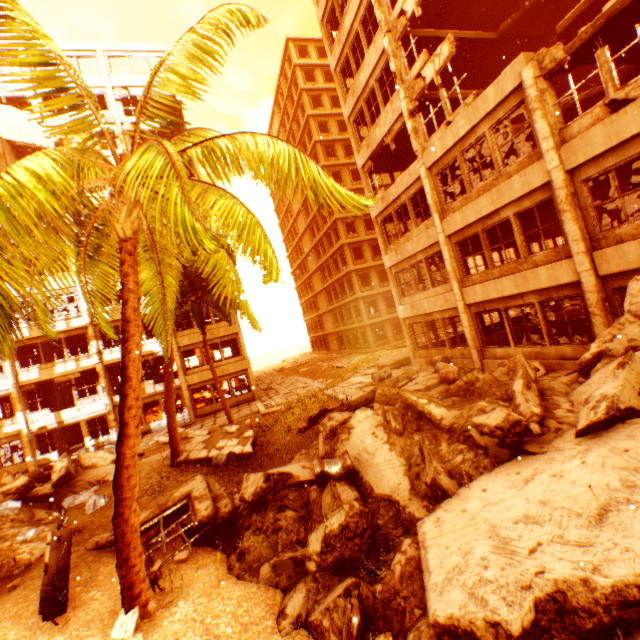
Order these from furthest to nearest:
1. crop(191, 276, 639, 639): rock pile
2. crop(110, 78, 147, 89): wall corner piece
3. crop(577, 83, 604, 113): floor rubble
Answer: crop(110, 78, 147, 89): wall corner piece < crop(577, 83, 604, 113): floor rubble < crop(191, 276, 639, 639): rock pile

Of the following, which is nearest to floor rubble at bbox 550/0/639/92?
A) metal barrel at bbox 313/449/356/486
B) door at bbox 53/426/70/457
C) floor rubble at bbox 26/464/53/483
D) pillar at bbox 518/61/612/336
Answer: pillar at bbox 518/61/612/336

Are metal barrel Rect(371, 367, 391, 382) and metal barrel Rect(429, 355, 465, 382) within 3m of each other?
yes

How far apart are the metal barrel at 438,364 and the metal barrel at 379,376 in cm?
244

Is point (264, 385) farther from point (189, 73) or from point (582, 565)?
point (582, 565)

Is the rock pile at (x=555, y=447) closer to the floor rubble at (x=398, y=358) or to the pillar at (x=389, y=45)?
the pillar at (x=389, y=45)

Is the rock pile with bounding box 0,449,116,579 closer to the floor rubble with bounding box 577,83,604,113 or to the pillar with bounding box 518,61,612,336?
the pillar with bounding box 518,61,612,336

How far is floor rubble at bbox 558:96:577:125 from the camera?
11.88m
